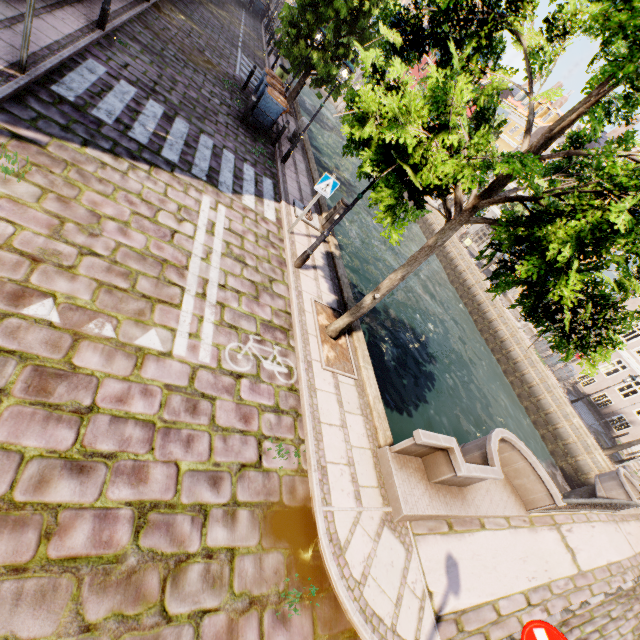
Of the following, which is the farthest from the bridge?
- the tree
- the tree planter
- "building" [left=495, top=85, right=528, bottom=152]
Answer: "building" [left=495, top=85, right=528, bottom=152]

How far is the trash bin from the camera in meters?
11.7 m

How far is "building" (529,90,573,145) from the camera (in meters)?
39.59

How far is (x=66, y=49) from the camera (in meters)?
7.11

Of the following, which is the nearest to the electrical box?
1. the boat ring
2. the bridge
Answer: the boat ring

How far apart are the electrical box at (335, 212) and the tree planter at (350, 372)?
3.5 meters

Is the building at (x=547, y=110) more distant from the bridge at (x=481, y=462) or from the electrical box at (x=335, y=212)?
the electrical box at (x=335, y=212)

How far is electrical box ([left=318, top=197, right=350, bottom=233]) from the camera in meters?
9.9
